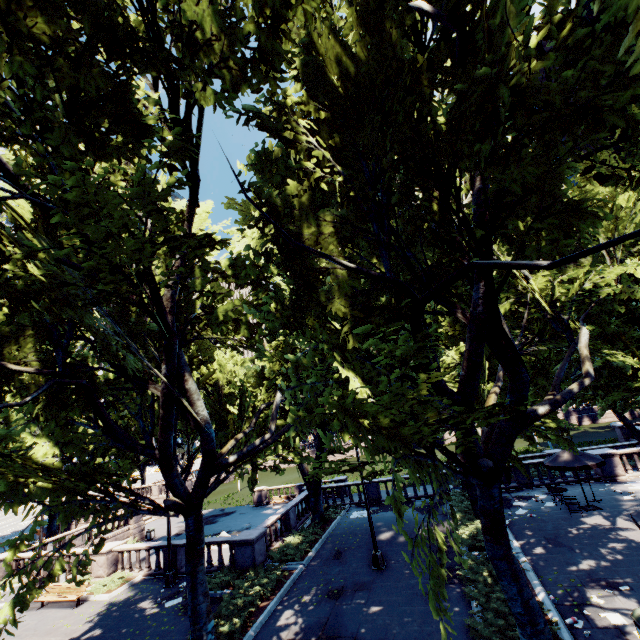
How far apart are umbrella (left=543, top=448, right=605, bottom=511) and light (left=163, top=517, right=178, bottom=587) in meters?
20.4 m

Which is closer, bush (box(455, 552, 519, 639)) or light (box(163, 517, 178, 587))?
bush (box(455, 552, 519, 639))

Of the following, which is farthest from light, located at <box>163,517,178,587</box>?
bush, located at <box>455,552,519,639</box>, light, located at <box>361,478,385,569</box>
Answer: → bush, located at <box>455,552,519,639</box>

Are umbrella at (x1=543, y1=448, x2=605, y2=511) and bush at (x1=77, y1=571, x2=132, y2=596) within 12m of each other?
no

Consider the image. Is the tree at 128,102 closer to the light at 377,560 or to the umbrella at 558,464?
the light at 377,560

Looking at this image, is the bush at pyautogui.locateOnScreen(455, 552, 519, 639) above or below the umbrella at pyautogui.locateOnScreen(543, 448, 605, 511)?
below

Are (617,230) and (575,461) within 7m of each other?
no

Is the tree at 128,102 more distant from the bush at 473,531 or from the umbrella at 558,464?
the umbrella at 558,464
